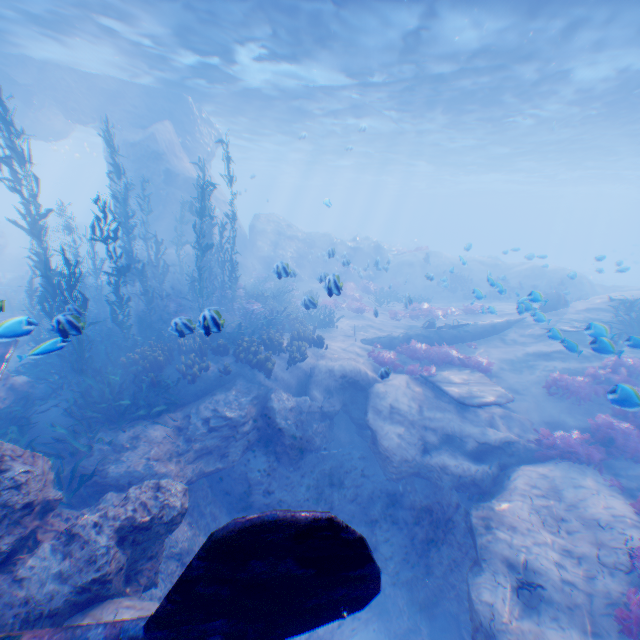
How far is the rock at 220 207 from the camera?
24.2 meters

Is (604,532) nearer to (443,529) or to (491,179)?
(443,529)

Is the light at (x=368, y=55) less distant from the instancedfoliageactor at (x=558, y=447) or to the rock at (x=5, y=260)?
the rock at (x=5, y=260)

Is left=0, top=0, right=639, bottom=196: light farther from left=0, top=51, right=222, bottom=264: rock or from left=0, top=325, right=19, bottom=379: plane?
left=0, top=325, right=19, bottom=379: plane

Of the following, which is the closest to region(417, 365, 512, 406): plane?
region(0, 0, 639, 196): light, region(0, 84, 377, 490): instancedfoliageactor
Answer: region(0, 84, 377, 490): instancedfoliageactor

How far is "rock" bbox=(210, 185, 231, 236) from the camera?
24.2 meters

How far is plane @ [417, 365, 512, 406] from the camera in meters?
9.4
